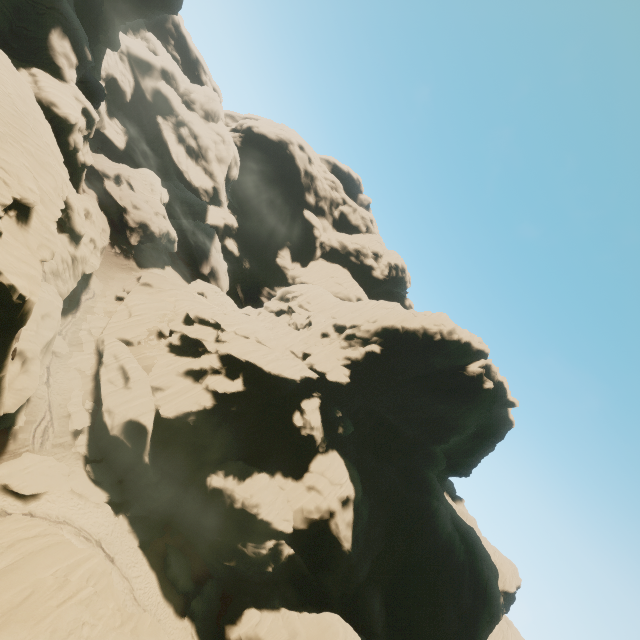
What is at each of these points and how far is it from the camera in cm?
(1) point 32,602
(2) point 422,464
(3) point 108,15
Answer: (1) rock, 1323
(2) rock, 4803
(3) rock, 4691

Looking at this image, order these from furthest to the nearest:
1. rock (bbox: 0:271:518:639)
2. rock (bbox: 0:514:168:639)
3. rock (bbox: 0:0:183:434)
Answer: rock (bbox: 0:271:518:639)
rock (bbox: 0:0:183:434)
rock (bbox: 0:514:168:639)

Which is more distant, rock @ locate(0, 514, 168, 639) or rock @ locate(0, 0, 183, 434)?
rock @ locate(0, 0, 183, 434)

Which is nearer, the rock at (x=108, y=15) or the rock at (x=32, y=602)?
the rock at (x=32, y=602)
